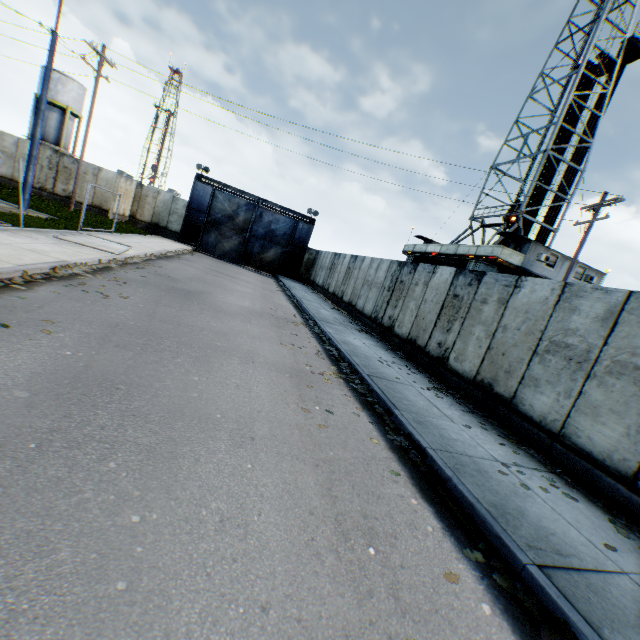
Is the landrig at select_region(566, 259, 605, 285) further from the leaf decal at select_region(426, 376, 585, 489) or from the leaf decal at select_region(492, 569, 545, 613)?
the leaf decal at select_region(492, 569, 545, 613)

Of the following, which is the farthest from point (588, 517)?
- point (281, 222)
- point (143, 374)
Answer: point (281, 222)

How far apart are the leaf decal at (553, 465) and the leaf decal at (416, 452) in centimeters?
188cm

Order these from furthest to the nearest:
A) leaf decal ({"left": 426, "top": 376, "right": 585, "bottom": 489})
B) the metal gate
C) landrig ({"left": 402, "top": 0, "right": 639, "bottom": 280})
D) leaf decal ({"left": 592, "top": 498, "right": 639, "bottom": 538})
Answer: the metal gate, landrig ({"left": 402, "top": 0, "right": 639, "bottom": 280}), leaf decal ({"left": 426, "top": 376, "right": 585, "bottom": 489}), leaf decal ({"left": 592, "top": 498, "right": 639, "bottom": 538})

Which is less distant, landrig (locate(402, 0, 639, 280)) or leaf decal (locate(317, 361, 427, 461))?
leaf decal (locate(317, 361, 427, 461))

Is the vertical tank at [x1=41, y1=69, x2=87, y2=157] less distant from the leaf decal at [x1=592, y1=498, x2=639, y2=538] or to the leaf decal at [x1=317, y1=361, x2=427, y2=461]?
the leaf decal at [x1=317, y1=361, x2=427, y2=461]

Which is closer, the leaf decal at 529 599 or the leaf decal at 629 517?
the leaf decal at 529 599

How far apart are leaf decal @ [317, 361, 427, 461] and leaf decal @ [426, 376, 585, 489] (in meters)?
1.88
